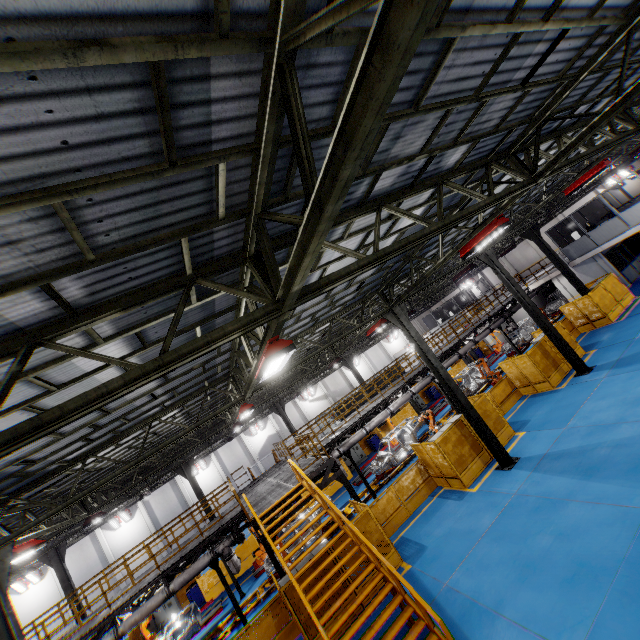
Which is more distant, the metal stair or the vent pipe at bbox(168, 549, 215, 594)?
the vent pipe at bbox(168, 549, 215, 594)

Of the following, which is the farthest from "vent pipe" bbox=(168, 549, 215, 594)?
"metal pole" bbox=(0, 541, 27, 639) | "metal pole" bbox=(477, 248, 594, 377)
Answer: "metal pole" bbox=(477, 248, 594, 377)

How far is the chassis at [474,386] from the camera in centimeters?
2344cm

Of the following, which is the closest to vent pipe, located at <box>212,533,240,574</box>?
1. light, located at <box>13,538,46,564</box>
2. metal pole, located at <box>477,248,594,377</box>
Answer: light, located at <box>13,538,46,564</box>

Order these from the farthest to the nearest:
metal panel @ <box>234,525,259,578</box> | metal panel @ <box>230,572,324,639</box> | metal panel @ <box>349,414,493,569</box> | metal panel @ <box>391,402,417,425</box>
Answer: metal panel @ <box>391,402,417,425</box>
metal panel @ <box>234,525,259,578</box>
metal panel @ <box>349,414,493,569</box>
metal panel @ <box>230,572,324,639</box>

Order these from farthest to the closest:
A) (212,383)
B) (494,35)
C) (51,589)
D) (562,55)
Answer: (51,589) < (212,383) < (562,55) < (494,35)

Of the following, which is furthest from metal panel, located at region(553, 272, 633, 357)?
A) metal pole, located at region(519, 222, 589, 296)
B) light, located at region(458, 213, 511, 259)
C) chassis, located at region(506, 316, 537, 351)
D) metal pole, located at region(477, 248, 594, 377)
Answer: light, located at region(458, 213, 511, 259)

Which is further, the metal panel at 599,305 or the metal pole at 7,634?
the metal panel at 599,305
